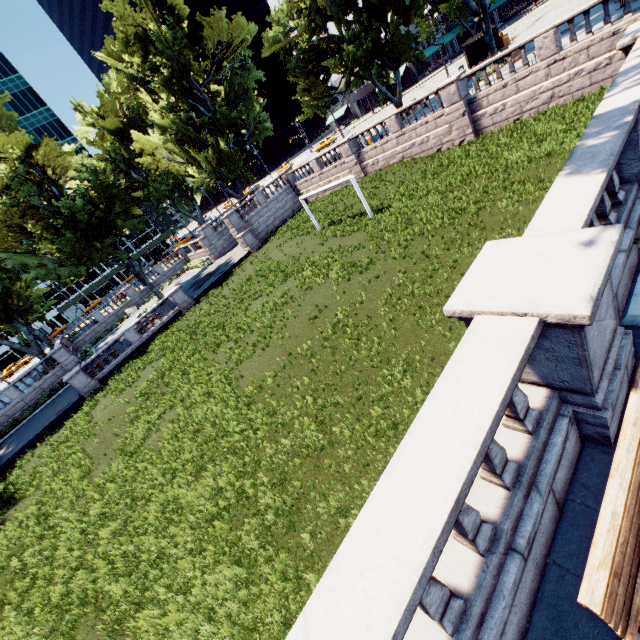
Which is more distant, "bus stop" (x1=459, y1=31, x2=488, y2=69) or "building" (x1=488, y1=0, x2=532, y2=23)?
"building" (x1=488, y1=0, x2=532, y2=23)

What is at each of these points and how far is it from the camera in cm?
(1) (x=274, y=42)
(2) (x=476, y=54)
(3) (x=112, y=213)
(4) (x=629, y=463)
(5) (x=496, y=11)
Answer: (1) tree, 3219
(2) bus stop, 3400
(3) tree, 3269
(4) bench, 304
(5) building, 5909

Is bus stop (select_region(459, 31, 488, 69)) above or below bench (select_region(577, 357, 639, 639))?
above

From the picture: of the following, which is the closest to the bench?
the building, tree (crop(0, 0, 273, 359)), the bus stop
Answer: tree (crop(0, 0, 273, 359))

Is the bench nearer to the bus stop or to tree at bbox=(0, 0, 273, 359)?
tree at bbox=(0, 0, 273, 359)

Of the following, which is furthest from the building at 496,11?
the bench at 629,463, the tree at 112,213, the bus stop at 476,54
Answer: the bench at 629,463

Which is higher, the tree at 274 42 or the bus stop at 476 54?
the tree at 274 42
